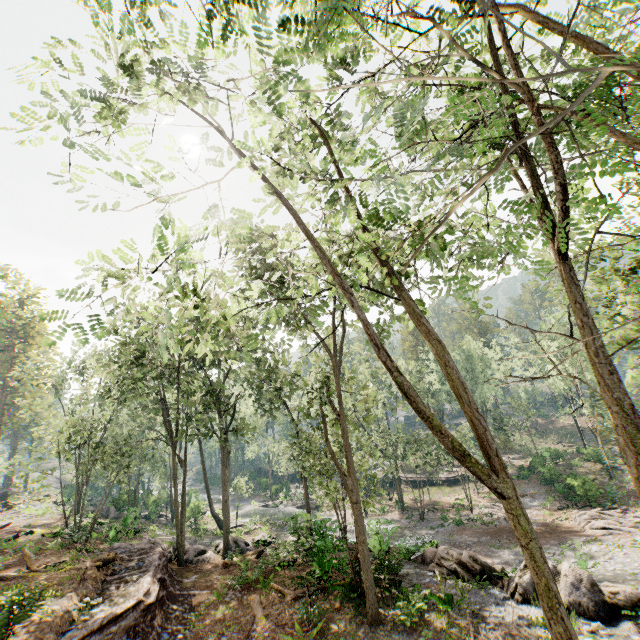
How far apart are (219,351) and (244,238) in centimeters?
2266cm

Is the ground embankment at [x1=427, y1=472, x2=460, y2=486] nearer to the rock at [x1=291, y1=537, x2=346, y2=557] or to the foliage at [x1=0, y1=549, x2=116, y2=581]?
the foliage at [x1=0, y1=549, x2=116, y2=581]

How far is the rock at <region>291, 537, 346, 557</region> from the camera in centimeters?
1588cm

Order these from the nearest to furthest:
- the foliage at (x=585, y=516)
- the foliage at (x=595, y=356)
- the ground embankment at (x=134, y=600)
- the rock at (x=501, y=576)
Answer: the foliage at (x=595, y=356)
the ground embankment at (x=134, y=600)
the rock at (x=501, y=576)
the foliage at (x=585, y=516)

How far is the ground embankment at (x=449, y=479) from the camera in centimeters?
4469cm

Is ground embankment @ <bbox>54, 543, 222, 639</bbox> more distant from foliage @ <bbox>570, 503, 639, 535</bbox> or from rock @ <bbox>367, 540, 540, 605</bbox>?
rock @ <bbox>367, 540, 540, 605</bbox>
